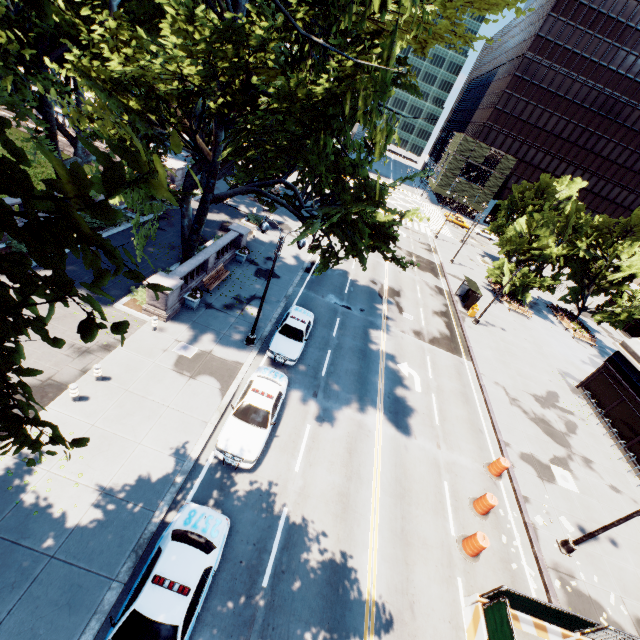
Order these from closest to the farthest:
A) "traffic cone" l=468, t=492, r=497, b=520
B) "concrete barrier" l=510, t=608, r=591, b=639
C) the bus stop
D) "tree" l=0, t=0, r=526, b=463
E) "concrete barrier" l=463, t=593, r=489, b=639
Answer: "tree" l=0, t=0, r=526, b=463 → "concrete barrier" l=463, t=593, r=489, b=639 → "concrete barrier" l=510, t=608, r=591, b=639 → "traffic cone" l=468, t=492, r=497, b=520 → the bus stop

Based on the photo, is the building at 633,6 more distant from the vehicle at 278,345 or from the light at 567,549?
the vehicle at 278,345

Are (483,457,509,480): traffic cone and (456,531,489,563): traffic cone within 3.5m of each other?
no

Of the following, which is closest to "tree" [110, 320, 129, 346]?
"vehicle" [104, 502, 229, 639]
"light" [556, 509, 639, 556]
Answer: "vehicle" [104, 502, 229, 639]

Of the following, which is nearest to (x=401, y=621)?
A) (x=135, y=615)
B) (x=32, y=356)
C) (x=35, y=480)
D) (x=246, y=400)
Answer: (x=135, y=615)

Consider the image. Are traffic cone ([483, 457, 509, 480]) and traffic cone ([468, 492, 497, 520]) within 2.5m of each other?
yes

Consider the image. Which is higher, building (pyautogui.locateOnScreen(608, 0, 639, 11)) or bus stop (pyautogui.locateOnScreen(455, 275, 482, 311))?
building (pyautogui.locateOnScreen(608, 0, 639, 11))

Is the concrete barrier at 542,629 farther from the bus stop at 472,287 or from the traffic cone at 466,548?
the bus stop at 472,287
